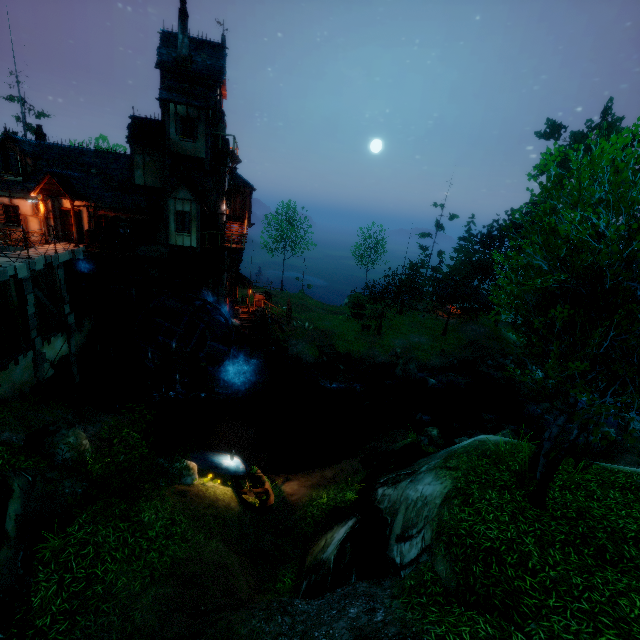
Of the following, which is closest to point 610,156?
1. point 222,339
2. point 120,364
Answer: point 222,339

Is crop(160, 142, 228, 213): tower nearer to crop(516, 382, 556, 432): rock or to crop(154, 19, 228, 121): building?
crop(154, 19, 228, 121): building

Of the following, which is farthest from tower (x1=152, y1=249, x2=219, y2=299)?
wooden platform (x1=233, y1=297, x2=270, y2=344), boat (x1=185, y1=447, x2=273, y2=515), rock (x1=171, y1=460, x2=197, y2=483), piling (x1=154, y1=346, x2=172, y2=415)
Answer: rock (x1=171, y1=460, x2=197, y2=483)

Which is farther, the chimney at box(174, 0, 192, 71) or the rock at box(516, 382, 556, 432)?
the rock at box(516, 382, 556, 432)

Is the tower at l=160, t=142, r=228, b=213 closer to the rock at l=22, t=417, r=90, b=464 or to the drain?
the drain

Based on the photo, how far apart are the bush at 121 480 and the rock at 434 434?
15.3m

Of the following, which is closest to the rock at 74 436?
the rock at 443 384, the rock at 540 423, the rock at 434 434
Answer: the rock at 434 434

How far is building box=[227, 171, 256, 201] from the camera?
26.03m
